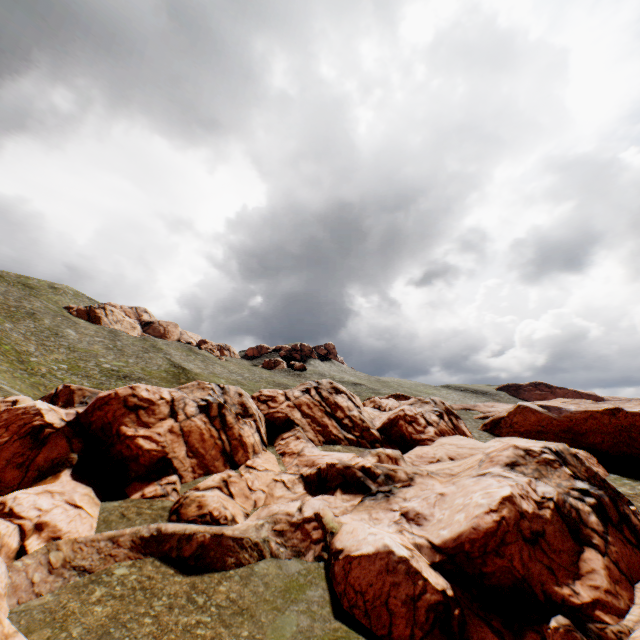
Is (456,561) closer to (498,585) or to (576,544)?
(498,585)
